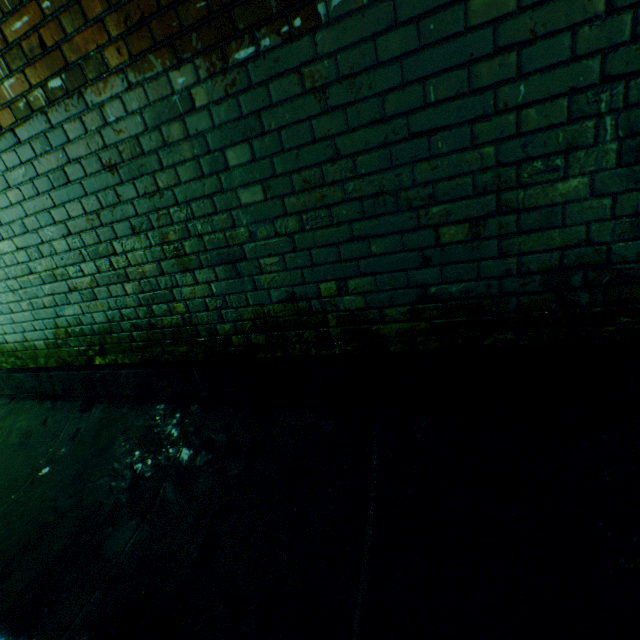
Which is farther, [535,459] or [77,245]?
[77,245]
